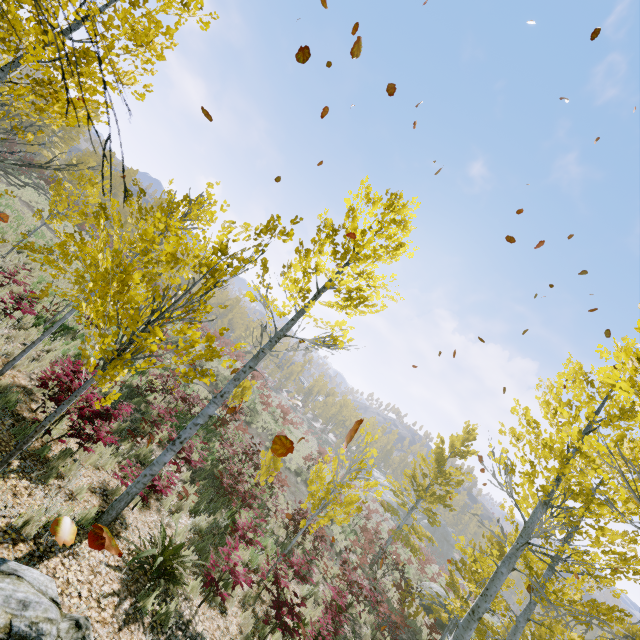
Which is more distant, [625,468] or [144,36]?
[625,468]

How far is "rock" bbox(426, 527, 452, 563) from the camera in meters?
58.3

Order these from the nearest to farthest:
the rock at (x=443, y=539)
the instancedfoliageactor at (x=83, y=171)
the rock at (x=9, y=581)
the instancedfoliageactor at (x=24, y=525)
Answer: the rock at (x=9, y=581) → the instancedfoliageactor at (x=83, y=171) → the instancedfoliageactor at (x=24, y=525) → the rock at (x=443, y=539)

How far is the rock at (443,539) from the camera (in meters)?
58.31

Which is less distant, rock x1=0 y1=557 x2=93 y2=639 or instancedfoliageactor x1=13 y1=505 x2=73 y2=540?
rock x1=0 y1=557 x2=93 y2=639

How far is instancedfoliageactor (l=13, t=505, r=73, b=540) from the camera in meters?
4.3

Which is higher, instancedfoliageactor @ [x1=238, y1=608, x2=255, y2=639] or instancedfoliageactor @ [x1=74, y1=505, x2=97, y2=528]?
instancedfoliageactor @ [x1=74, y1=505, x2=97, y2=528]
